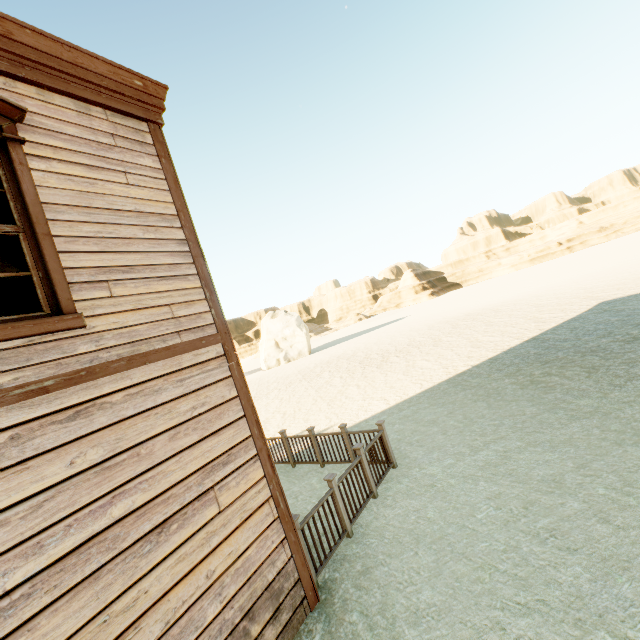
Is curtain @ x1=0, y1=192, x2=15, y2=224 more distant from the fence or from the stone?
the stone

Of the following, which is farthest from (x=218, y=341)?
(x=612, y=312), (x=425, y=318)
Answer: (x=425, y=318)

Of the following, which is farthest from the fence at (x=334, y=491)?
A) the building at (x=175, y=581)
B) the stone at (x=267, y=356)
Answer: the stone at (x=267, y=356)

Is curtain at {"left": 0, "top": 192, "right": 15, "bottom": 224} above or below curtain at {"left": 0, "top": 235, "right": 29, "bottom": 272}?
above

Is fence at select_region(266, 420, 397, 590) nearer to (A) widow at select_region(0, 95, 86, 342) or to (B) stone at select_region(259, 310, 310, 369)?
(A) widow at select_region(0, 95, 86, 342)

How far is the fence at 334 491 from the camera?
4.6 meters

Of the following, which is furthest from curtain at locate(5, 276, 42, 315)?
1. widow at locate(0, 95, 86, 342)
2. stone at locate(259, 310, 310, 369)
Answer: stone at locate(259, 310, 310, 369)

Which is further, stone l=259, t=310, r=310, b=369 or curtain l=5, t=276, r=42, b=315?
stone l=259, t=310, r=310, b=369
